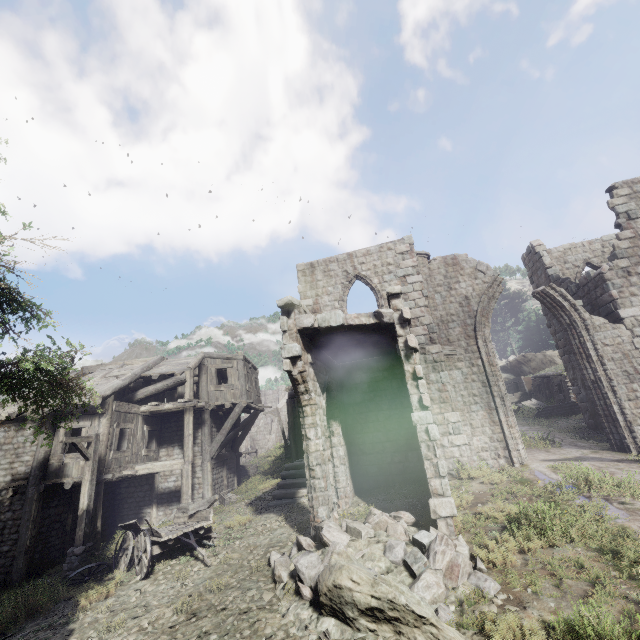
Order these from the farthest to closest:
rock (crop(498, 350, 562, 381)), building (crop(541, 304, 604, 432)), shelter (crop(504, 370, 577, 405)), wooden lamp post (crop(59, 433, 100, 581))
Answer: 1. rock (crop(498, 350, 562, 381))
2. shelter (crop(504, 370, 577, 405))
3. building (crop(541, 304, 604, 432))
4. wooden lamp post (crop(59, 433, 100, 581))

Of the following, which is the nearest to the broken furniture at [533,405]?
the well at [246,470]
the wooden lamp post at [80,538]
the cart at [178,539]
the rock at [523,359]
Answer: the rock at [523,359]

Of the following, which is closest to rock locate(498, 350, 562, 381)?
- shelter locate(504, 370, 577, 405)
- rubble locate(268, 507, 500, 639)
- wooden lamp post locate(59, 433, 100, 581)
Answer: shelter locate(504, 370, 577, 405)

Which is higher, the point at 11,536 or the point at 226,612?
the point at 11,536

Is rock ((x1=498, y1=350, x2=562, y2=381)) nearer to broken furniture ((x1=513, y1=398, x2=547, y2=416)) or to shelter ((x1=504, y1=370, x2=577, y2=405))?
shelter ((x1=504, y1=370, x2=577, y2=405))

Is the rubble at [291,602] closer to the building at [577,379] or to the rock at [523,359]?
the building at [577,379]

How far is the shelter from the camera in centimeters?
2313cm

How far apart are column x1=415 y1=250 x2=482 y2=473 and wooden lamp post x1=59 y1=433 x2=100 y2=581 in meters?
13.3 m
